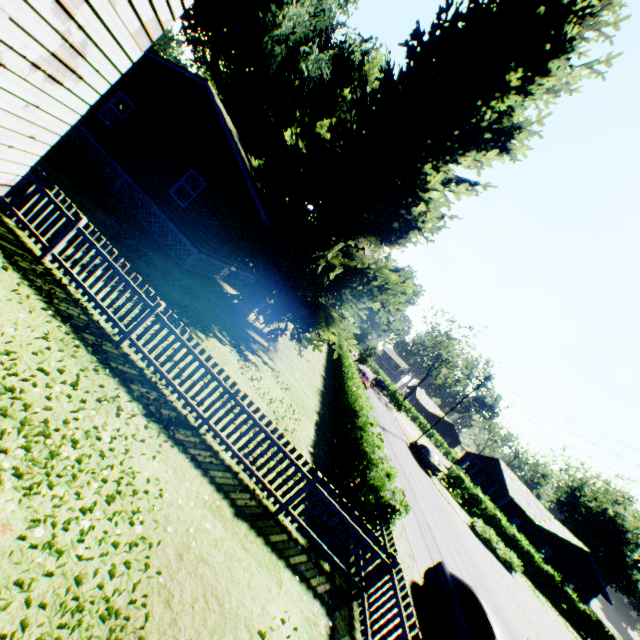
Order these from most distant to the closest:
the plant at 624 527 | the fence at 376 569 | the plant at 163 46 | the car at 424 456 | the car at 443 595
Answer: the plant at 163 46 < the plant at 624 527 < the car at 424 456 < the car at 443 595 < the fence at 376 569

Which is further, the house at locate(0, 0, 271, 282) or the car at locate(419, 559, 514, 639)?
the car at locate(419, 559, 514, 639)

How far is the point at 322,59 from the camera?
28.86m

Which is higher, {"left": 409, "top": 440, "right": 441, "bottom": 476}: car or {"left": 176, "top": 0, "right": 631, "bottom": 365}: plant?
{"left": 176, "top": 0, "right": 631, "bottom": 365}: plant

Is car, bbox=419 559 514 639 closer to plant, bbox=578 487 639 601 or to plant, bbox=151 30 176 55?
plant, bbox=578 487 639 601

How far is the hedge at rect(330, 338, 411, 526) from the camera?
8.4m

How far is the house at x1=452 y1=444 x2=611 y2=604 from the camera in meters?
36.8 m

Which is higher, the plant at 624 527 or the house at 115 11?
the plant at 624 527
